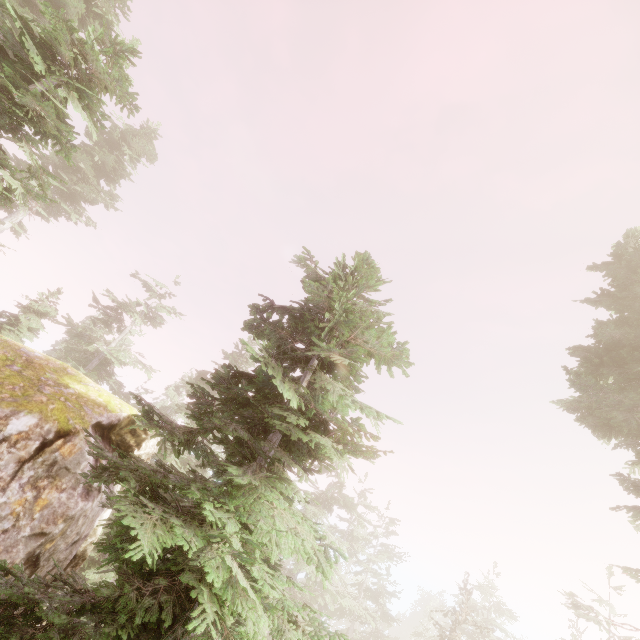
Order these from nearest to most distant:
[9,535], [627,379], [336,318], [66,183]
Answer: [336,318] → [9,535] → [66,183] → [627,379]

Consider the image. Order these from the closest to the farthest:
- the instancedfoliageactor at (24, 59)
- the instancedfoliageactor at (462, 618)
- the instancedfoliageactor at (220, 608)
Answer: the instancedfoliageactor at (220, 608), the instancedfoliageactor at (24, 59), the instancedfoliageactor at (462, 618)

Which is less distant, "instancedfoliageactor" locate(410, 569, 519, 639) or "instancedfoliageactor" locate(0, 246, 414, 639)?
"instancedfoliageactor" locate(0, 246, 414, 639)

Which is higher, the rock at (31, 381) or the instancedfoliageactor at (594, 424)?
the instancedfoliageactor at (594, 424)

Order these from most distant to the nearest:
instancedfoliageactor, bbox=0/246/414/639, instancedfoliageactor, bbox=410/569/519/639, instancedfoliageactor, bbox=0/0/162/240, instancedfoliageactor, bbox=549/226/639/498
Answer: instancedfoliageactor, bbox=410/569/519/639 → instancedfoliageactor, bbox=549/226/639/498 → instancedfoliageactor, bbox=0/0/162/240 → instancedfoliageactor, bbox=0/246/414/639

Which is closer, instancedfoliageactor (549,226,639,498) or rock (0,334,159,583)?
rock (0,334,159,583)

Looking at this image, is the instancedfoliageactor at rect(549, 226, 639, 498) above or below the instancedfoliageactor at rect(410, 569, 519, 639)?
above
